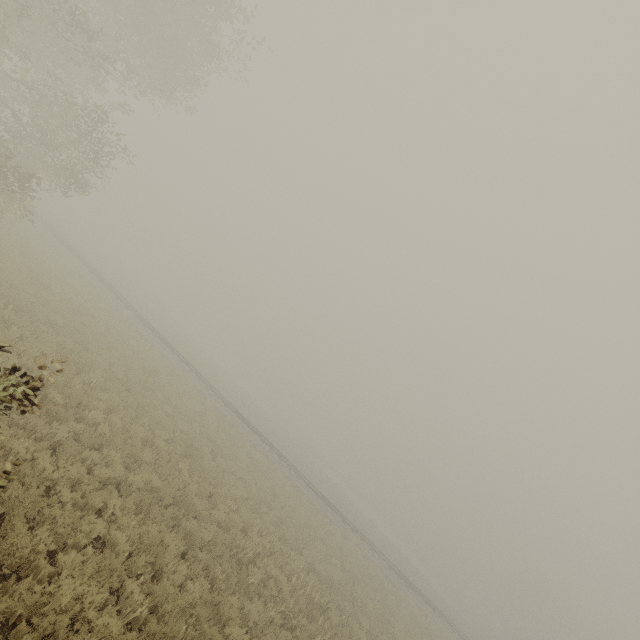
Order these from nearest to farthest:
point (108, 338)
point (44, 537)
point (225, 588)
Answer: point (44, 537) → point (225, 588) → point (108, 338)
